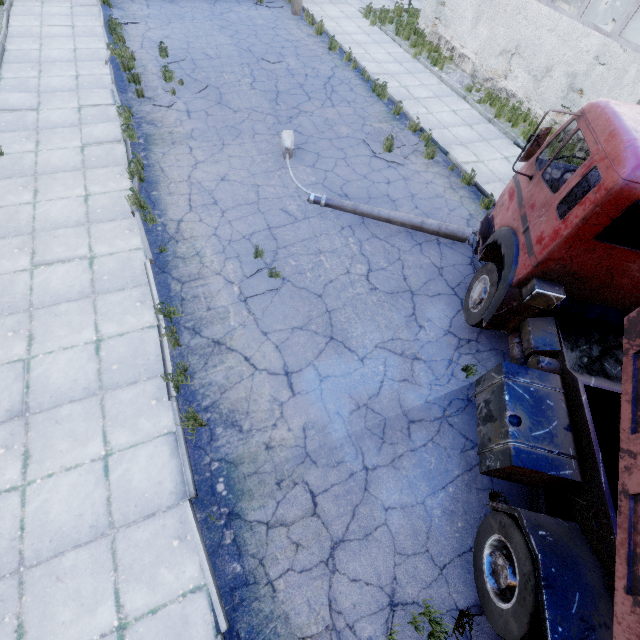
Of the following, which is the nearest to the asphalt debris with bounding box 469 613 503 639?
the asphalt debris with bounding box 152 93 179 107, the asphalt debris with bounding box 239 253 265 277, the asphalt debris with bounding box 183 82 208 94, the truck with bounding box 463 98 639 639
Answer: the truck with bounding box 463 98 639 639

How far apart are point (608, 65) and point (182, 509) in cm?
1559

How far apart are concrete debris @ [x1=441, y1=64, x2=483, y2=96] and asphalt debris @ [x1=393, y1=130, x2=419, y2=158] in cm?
407

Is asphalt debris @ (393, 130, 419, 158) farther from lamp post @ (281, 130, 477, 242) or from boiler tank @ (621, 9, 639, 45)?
boiler tank @ (621, 9, 639, 45)

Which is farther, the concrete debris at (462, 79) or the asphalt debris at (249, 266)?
the concrete debris at (462, 79)

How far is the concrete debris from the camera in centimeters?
1296cm

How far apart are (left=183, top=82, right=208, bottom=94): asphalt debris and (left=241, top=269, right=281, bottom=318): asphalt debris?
7.1 meters

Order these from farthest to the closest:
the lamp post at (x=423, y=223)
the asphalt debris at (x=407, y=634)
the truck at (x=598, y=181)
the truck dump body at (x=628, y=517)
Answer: the lamp post at (x=423, y=223)
the asphalt debris at (x=407, y=634)
the truck at (x=598, y=181)
the truck dump body at (x=628, y=517)
